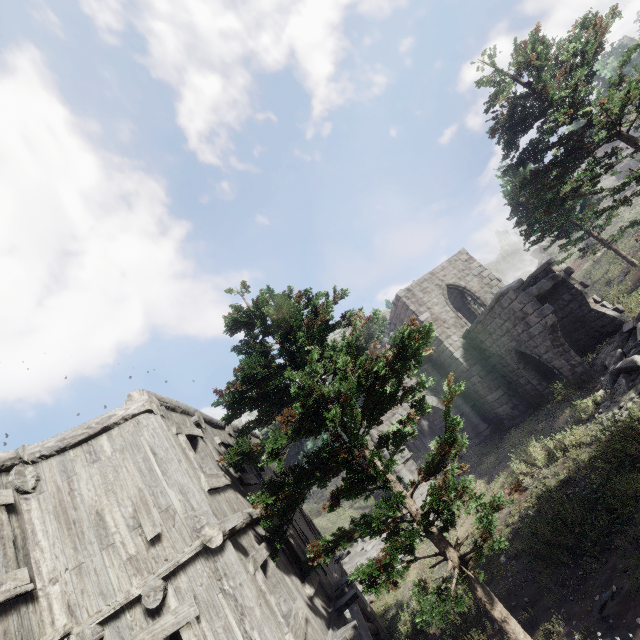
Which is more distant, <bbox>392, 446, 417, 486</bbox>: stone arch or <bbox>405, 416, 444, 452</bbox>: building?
<bbox>405, 416, 444, 452</bbox>: building

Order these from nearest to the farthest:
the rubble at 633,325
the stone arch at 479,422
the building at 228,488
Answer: the building at 228,488
the rubble at 633,325
the stone arch at 479,422

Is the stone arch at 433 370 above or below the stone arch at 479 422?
above

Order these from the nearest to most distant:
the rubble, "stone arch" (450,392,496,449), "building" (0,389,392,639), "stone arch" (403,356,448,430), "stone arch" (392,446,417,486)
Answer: "building" (0,389,392,639) → the rubble → "stone arch" (392,446,417,486) → "stone arch" (450,392,496,449) → "stone arch" (403,356,448,430)

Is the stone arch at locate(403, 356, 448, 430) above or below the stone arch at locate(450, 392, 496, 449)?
above

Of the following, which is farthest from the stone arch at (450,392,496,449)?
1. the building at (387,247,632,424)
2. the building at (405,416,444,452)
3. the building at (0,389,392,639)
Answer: the building at (405,416,444,452)

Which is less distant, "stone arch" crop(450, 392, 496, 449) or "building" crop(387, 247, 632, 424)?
"building" crop(387, 247, 632, 424)

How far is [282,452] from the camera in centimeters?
4353cm
